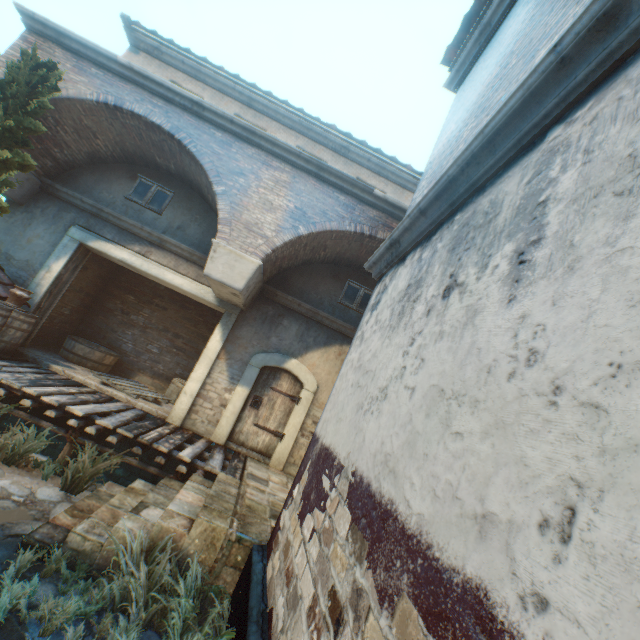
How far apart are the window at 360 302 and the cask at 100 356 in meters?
6.5 m

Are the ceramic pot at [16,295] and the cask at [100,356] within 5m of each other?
yes

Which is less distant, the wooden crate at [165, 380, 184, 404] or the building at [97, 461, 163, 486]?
the building at [97, 461, 163, 486]

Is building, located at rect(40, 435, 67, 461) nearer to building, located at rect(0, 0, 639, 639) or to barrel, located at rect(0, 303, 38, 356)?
barrel, located at rect(0, 303, 38, 356)

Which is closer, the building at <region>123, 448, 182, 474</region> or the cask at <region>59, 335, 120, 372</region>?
the building at <region>123, 448, 182, 474</region>

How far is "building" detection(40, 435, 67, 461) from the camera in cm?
691

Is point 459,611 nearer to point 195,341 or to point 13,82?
point 13,82

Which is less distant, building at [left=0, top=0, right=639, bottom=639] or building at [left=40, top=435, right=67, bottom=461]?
building at [left=0, top=0, right=639, bottom=639]
